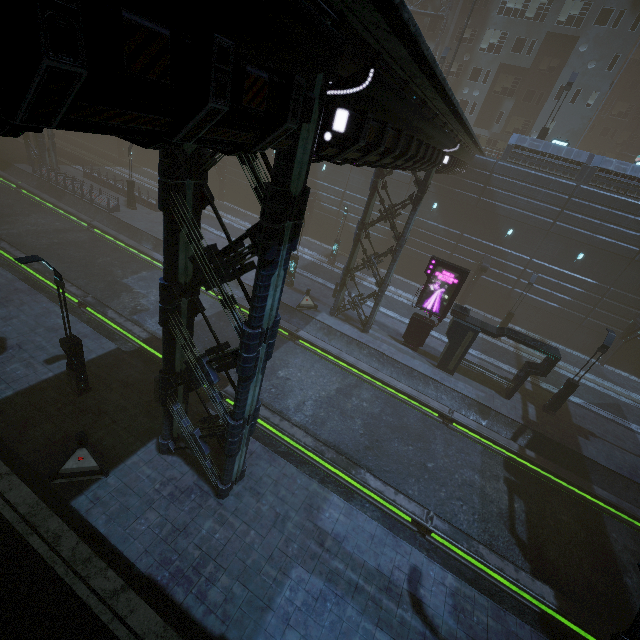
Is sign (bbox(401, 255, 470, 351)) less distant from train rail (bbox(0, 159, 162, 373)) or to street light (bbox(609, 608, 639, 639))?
train rail (bbox(0, 159, 162, 373))

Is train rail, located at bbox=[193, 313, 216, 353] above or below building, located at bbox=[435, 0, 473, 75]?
below

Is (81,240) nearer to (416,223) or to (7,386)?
(7,386)

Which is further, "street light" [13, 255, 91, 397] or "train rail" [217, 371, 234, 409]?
"train rail" [217, 371, 234, 409]

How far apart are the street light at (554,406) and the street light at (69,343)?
23.1m

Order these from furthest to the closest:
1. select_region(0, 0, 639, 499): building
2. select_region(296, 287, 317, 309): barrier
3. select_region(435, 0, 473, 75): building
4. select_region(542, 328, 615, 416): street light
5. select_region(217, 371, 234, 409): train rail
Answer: select_region(435, 0, 473, 75): building < select_region(296, 287, 317, 309): barrier < select_region(542, 328, 615, 416): street light < select_region(217, 371, 234, 409): train rail < select_region(0, 0, 639, 499): building

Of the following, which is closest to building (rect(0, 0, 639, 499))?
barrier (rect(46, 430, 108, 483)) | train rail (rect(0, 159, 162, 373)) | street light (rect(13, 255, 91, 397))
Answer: train rail (rect(0, 159, 162, 373))

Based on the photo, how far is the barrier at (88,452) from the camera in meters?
9.5 m
